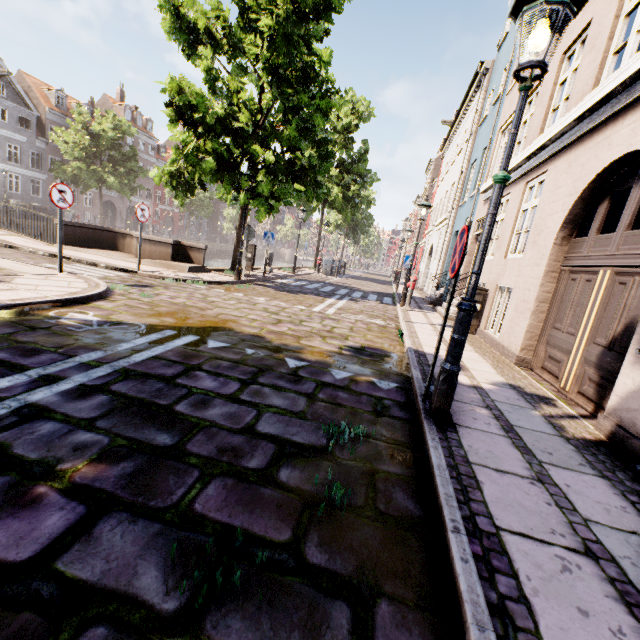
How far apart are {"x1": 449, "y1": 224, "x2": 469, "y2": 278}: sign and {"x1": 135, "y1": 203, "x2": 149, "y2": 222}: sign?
9.0 meters

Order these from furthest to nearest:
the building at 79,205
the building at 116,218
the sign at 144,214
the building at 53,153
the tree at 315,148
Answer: the building at 116,218
the building at 79,205
the building at 53,153
the tree at 315,148
the sign at 144,214

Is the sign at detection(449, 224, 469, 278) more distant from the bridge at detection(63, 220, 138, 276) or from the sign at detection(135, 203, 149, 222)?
the sign at detection(135, 203, 149, 222)

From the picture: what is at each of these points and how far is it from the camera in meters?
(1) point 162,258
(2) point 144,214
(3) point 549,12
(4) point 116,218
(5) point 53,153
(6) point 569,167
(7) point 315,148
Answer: (1) bridge, 11.9
(2) sign, 9.4
(3) street light, 2.4
(4) building, 43.4
(5) building, 34.1
(6) building, 5.6
(7) tree, 23.1

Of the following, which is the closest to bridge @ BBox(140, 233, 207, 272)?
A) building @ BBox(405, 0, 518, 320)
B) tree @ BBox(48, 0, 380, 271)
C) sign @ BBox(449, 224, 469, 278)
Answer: tree @ BBox(48, 0, 380, 271)

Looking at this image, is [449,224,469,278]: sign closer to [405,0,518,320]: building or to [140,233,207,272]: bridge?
[140,233,207,272]: bridge

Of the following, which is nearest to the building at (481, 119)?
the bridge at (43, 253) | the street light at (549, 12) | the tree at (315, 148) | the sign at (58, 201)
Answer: the tree at (315, 148)

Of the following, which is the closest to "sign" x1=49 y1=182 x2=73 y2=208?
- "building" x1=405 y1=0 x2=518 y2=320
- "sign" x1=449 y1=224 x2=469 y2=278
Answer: "sign" x1=449 y1=224 x2=469 y2=278
